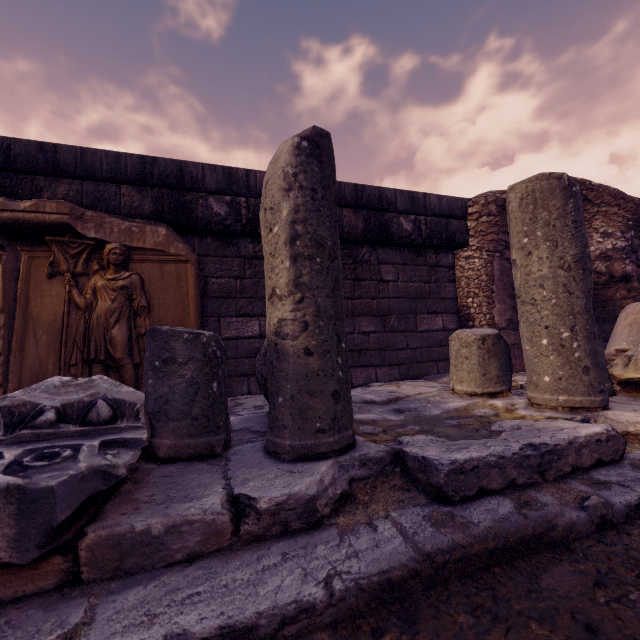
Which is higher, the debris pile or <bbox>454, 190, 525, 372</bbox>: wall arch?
<bbox>454, 190, 525, 372</bbox>: wall arch

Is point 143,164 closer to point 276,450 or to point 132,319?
point 132,319

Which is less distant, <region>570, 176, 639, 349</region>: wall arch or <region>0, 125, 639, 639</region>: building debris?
<region>0, 125, 639, 639</region>: building debris

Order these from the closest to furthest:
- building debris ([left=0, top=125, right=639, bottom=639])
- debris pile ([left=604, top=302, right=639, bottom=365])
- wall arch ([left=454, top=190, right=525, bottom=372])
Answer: building debris ([left=0, top=125, right=639, bottom=639])
debris pile ([left=604, top=302, right=639, bottom=365])
wall arch ([left=454, top=190, right=525, bottom=372])

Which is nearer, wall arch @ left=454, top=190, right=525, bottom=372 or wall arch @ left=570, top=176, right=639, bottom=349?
wall arch @ left=454, top=190, right=525, bottom=372

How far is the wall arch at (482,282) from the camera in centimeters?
452cm

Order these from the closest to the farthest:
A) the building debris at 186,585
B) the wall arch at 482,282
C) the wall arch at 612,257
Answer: the building debris at 186,585 < the wall arch at 482,282 < the wall arch at 612,257

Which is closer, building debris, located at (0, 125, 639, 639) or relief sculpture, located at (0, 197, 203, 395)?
building debris, located at (0, 125, 639, 639)
